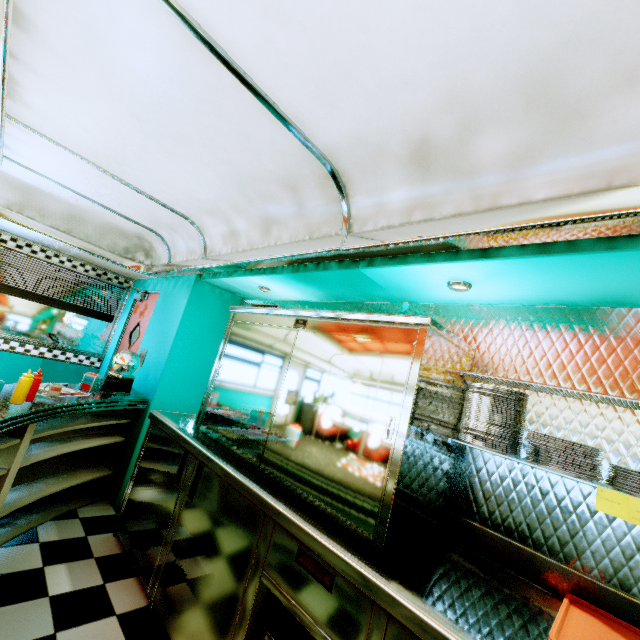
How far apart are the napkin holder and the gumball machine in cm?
13

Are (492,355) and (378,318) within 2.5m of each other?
yes

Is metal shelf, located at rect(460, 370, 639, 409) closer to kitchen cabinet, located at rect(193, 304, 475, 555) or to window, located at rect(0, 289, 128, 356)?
kitchen cabinet, located at rect(193, 304, 475, 555)

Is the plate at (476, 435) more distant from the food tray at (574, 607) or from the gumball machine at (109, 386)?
the gumball machine at (109, 386)

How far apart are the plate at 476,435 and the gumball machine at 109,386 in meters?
3.3

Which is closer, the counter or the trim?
the trim

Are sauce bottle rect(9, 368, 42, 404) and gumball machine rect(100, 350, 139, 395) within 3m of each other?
yes

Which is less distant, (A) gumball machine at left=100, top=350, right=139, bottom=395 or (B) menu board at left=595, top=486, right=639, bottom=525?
(B) menu board at left=595, top=486, right=639, bottom=525
